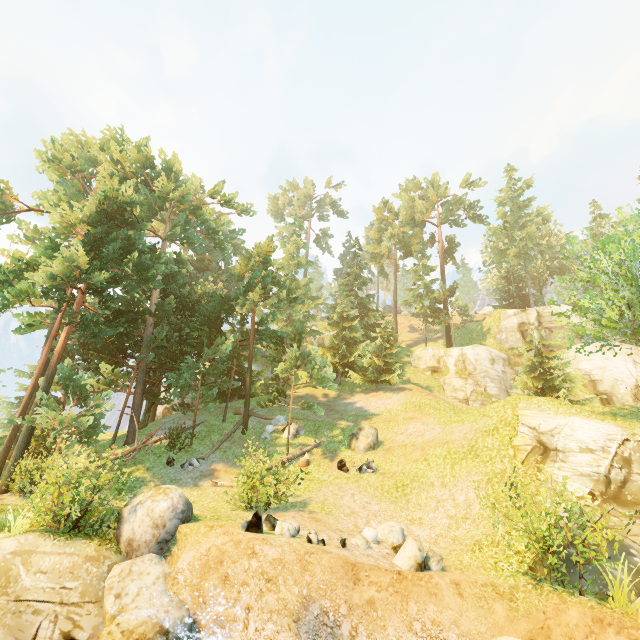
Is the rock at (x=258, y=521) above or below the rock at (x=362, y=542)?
above

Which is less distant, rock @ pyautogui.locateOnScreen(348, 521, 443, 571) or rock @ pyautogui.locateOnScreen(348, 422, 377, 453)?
rock @ pyautogui.locateOnScreen(348, 521, 443, 571)

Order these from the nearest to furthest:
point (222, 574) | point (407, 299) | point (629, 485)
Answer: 1. point (222, 574)
2. point (629, 485)
3. point (407, 299)

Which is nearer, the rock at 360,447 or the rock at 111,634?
the rock at 111,634

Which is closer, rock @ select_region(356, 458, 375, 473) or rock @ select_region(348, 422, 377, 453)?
rock @ select_region(356, 458, 375, 473)

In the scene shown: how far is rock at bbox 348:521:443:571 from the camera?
9.5 meters

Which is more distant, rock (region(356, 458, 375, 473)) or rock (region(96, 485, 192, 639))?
rock (region(356, 458, 375, 473))

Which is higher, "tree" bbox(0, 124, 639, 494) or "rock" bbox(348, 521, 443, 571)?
"tree" bbox(0, 124, 639, 494)
